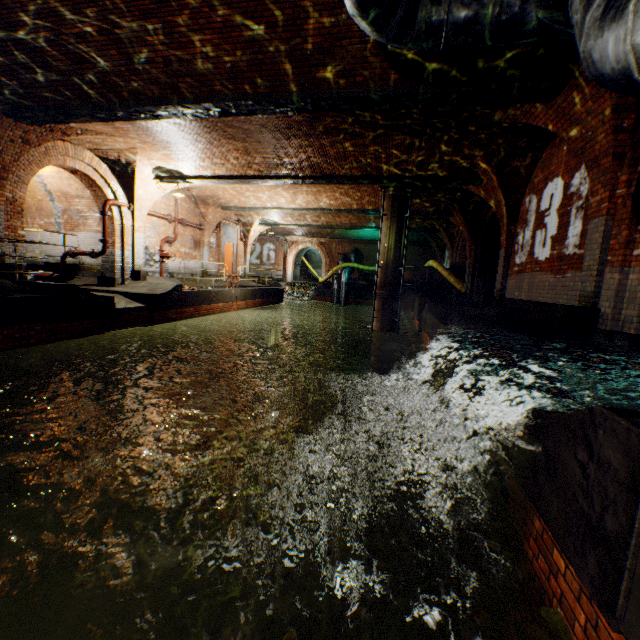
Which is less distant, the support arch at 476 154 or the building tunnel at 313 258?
the support arch at 476 154

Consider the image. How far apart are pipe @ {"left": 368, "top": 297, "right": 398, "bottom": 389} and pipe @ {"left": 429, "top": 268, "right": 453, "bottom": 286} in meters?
5.7

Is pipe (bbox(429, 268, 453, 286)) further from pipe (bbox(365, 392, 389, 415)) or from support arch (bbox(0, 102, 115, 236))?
support arch (bbox(0, 102, 115, 236))

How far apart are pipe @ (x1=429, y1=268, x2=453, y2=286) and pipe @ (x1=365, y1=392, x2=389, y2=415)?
7.7m

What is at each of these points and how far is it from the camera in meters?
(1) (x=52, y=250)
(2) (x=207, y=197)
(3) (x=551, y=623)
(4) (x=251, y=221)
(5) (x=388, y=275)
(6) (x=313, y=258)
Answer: (1) building tunnel, 14.2
(2) support arch, 16.2
(3) leaves, 2.1
(4) support arch, 21.7
(5) pipe, 13.4
(6) building tunnel, 41.7

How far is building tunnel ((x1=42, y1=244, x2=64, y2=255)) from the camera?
14.1m

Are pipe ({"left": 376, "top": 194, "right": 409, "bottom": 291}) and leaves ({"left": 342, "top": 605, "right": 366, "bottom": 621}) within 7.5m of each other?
no

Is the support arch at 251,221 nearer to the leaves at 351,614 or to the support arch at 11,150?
the support arch at 11,150
